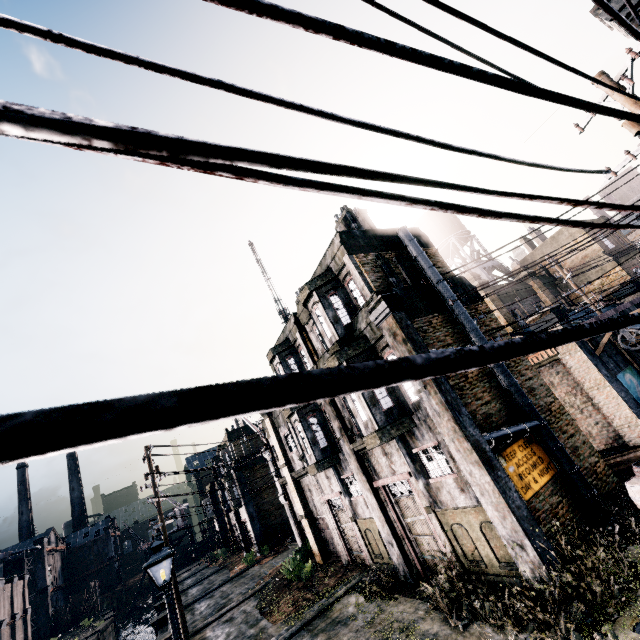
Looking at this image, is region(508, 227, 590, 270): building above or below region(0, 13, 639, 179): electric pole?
above

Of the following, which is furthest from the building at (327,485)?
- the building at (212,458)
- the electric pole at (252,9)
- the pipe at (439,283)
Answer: the electric pole at (252,9)

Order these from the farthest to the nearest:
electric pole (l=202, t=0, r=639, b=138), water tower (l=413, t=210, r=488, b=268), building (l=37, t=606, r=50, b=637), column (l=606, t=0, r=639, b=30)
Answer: building (l=37, t=606, r=50, b=637) < water tower (l=413, t=210, r=488, b=268) < column (l=606, t=0, r=639, b=30) < electric pole (l=202, t=0, r=639, b=138)

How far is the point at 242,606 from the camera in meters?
21.8

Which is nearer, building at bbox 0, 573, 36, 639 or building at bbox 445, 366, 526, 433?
building at bbox 445, 366, 526, 433

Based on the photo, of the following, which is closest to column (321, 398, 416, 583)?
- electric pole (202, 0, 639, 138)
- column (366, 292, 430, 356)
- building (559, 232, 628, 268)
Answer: column (366, 292, 430, 356)

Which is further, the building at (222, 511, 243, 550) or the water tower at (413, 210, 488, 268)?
the building at (222, 511, 243, 550)

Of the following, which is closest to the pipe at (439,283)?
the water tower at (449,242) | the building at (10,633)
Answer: the water tower at (449,242)
